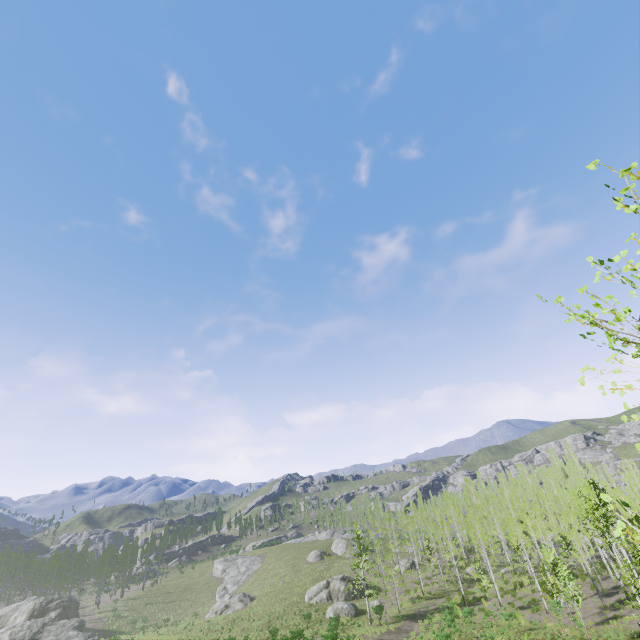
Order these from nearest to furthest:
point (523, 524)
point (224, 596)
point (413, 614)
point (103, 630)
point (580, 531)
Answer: point (523, 524), point (413, 614), point (580, 531), point (103, 630), point (224, 596)

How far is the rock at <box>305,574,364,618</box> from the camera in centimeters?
4219cm

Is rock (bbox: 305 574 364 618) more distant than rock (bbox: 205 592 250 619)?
No

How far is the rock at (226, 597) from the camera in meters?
Answer: 51.7 m

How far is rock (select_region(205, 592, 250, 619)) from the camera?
51.7m

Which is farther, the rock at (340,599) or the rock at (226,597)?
the rock at (226,597)
